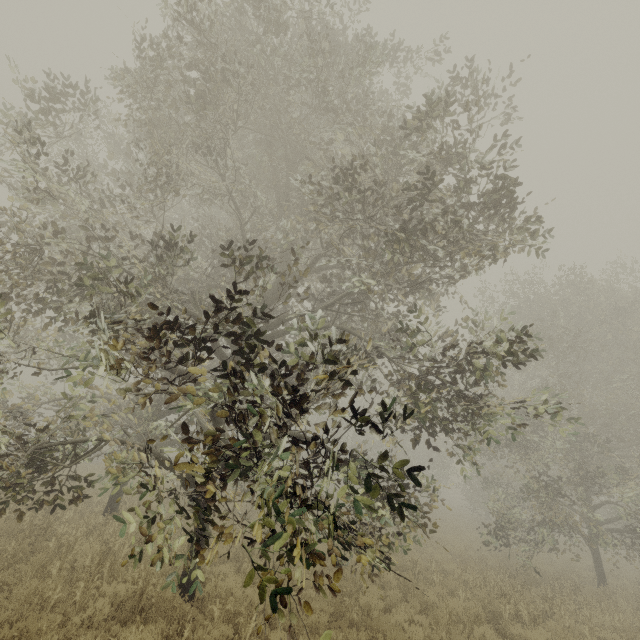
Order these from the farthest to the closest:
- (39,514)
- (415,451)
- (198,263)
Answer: (415,451) < (198,263) < (39,514)
